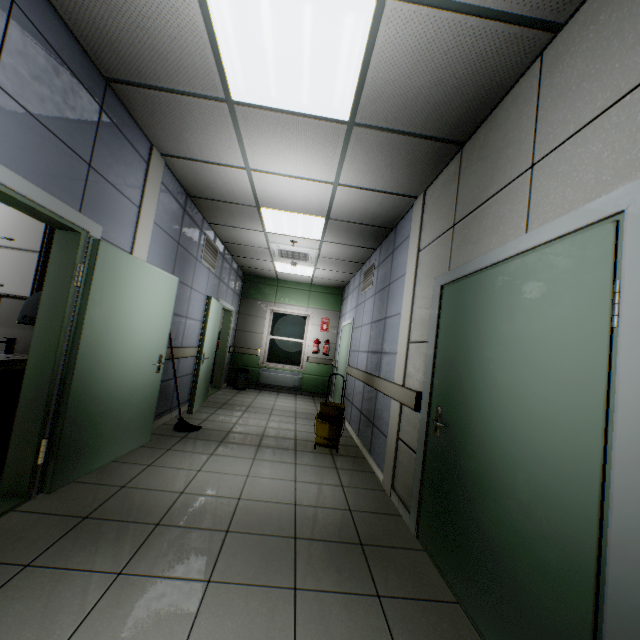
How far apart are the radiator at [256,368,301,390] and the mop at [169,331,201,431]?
4.4m

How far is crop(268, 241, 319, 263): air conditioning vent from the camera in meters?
6.1 m

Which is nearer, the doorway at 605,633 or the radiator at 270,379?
the doorway at 605,633

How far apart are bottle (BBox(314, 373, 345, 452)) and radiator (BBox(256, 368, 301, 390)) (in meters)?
4.08

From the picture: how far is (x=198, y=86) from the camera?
2.48m

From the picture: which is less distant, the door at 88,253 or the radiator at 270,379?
the door at 88,253

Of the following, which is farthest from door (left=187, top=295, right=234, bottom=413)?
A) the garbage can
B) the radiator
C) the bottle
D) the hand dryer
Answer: the hand dryer

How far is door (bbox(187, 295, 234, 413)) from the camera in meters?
5.5 m
